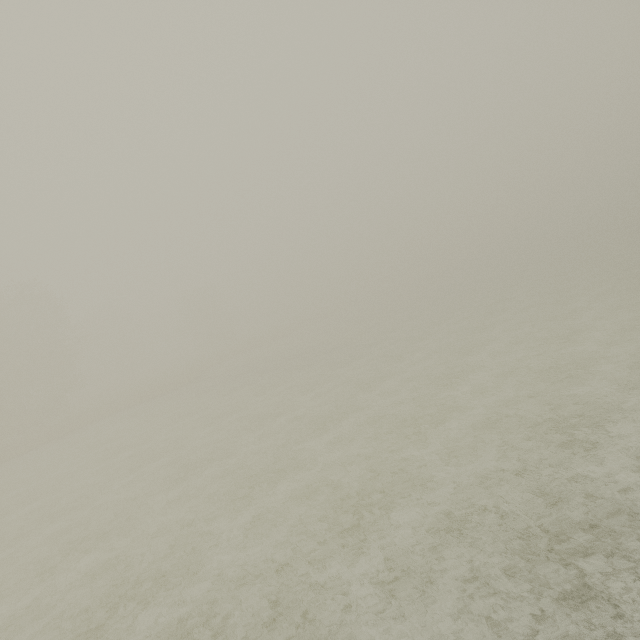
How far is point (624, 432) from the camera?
10.03m
